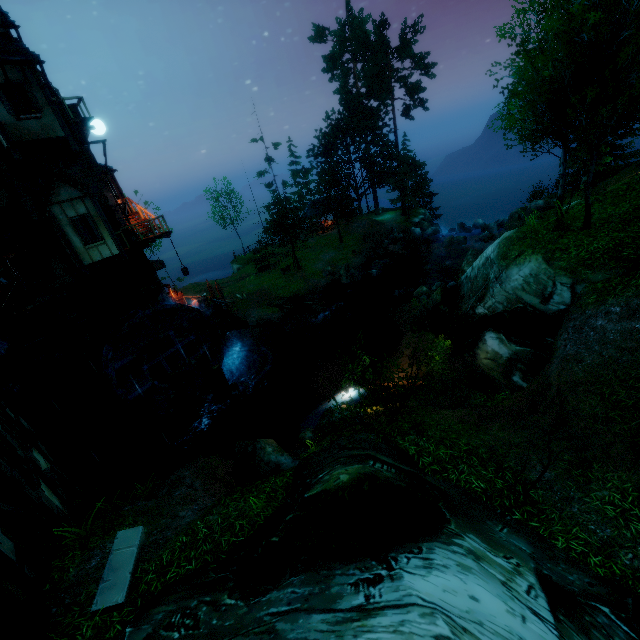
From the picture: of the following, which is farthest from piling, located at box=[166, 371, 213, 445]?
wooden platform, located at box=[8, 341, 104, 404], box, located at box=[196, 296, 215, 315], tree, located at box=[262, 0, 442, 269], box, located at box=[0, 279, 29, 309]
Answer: tree, located at box=[262, 0, 442, 269]

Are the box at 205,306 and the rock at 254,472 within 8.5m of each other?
no

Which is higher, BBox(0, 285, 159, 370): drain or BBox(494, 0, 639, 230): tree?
BBox(494, 0, 639, 230): tree

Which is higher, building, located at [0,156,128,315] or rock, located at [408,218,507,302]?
building, located at [0,156,128,315]

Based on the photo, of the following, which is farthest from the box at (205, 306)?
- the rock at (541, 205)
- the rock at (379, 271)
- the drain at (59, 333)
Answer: the rock at (541, 205)

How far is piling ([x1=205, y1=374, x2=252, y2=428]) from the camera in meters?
18.8

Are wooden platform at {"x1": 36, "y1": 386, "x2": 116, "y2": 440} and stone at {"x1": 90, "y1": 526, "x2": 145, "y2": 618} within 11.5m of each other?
no

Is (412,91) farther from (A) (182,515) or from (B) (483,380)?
(A) (182,515)
